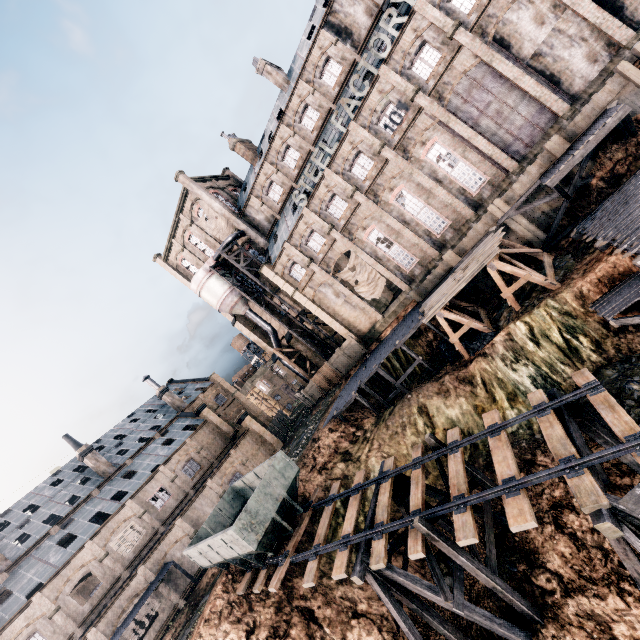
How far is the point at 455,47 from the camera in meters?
24.6

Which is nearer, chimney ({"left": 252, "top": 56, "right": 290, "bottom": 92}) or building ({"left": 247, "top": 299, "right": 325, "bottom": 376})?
chimney ({"left": 252, "top": 56, "right": 290, "bottom": 92})

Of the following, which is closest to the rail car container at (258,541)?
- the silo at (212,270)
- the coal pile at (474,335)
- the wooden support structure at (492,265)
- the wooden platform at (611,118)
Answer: the coal pile at (474,335)

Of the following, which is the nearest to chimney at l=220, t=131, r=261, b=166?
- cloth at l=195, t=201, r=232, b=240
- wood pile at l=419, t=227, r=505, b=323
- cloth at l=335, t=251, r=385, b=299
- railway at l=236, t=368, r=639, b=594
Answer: cloth at l=195, t=201, r=232, b=240

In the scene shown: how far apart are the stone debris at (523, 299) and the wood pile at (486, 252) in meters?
3.5 m

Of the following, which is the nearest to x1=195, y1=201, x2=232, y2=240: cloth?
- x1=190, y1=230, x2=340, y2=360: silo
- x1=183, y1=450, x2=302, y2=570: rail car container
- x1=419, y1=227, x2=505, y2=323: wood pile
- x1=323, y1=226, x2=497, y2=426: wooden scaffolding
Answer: x1=190, y1=230, x2=340, y2=360: silo

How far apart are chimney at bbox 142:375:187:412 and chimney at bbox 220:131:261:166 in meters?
35.1

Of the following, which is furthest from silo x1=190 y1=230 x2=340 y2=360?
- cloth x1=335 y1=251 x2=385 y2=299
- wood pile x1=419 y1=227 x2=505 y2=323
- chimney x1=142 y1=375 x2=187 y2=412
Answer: chimney x1=142 y1=375 x2=187 y2=412
